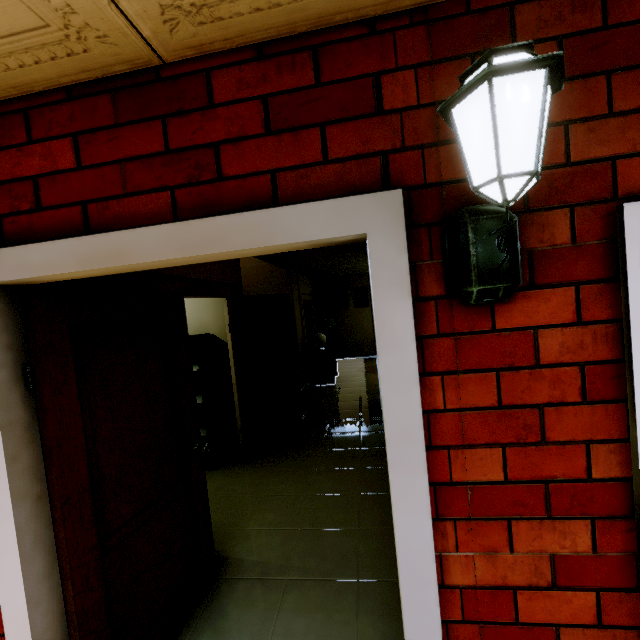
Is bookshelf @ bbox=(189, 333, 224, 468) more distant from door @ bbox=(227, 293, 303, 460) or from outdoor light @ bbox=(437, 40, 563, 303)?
outdoor light @ bbox=(437, 40, 563, 303)

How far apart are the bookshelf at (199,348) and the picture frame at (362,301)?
7.3 meters

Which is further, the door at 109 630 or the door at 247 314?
the door at 247 314

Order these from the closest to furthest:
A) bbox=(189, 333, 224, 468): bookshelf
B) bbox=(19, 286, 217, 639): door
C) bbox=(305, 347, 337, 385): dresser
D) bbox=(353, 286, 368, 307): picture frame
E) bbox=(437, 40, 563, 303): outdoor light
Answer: bbox=(437, 40, 563, 303): outdoor light
bbox=(19, 286, 217, 639): door
bbox=(189, 333, 224, 468): bookshelf
bbox=(305, 347, 337, 385): dresser
bbox=(353, 286, 368, 307): picture frame

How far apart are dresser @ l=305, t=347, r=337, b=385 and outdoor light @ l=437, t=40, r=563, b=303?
6.6m

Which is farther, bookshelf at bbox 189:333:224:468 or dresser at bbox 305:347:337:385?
dresser at bbox 305:347:337:385

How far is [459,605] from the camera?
1.1 meters

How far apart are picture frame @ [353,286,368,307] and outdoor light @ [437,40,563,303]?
9.9 meters
